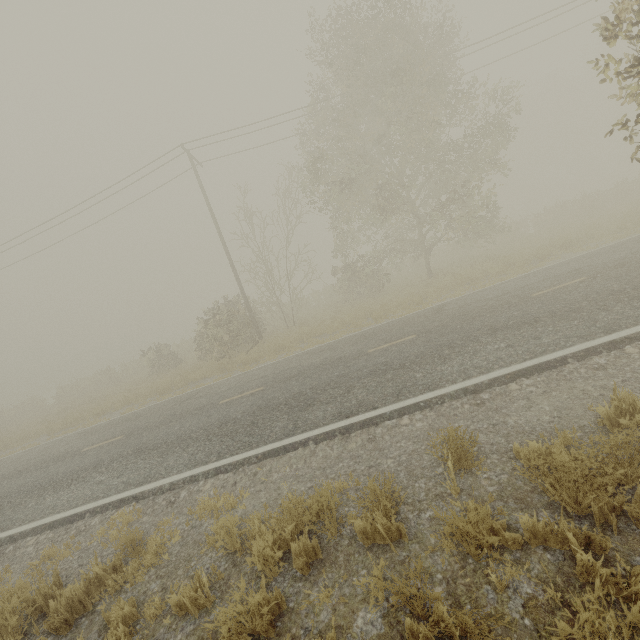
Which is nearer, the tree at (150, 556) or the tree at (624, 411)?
the tree at (624, 411)

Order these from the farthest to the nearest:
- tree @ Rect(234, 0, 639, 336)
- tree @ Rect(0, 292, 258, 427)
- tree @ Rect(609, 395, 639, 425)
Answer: tree @ Rect(0, 292, 258, 427) < tree @ Rect(234, 0, 639, 336) < tree @ Rect(609, 395, 639, 425)

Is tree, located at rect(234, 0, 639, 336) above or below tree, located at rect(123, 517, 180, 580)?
above

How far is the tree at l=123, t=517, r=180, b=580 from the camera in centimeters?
450cm

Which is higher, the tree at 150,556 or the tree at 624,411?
the tree at 624,411

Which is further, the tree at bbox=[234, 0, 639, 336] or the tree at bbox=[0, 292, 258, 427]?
the tree at bbox=[0, 292, 258, 427]

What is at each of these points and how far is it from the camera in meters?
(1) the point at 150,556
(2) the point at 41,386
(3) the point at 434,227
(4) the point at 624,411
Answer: (1) tree, 4.7
(2) tree, 58.5
(3) tree, 16.6
(4) tree, 3.9
